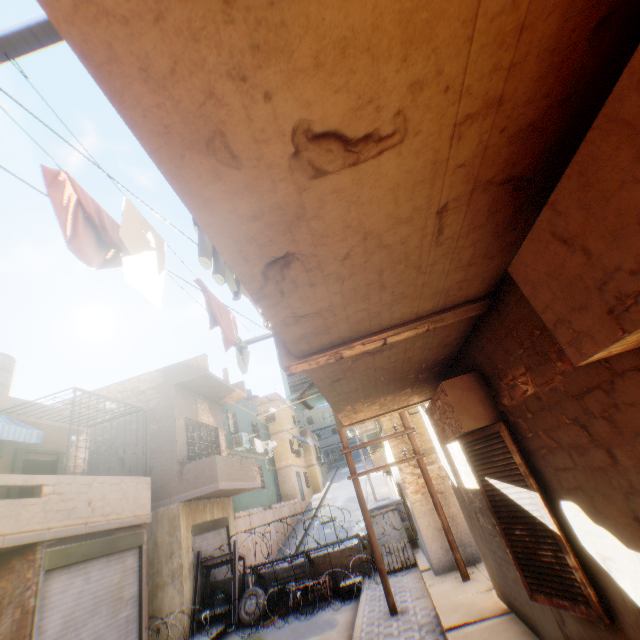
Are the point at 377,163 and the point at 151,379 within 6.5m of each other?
no

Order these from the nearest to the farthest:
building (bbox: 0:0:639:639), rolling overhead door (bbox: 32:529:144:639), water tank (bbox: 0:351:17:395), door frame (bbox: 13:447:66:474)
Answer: building (bbox: 0:0:639:639) < rolling overhead door (bbox: 32:529:144:639) < door frame (bbox: 13:447:66:474) < water tank (bbox: 0:351:17:395)

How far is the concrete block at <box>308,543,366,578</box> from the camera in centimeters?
1151cm

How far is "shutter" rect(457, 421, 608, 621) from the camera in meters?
2.7

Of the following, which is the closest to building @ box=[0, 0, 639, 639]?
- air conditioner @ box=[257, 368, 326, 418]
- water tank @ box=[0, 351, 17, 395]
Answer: air conditioner @ box=[257, 368, 326, 418]

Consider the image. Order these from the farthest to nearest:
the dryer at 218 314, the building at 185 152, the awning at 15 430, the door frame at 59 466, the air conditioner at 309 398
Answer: the door frame at 59 466, the awning at 15 430, the air conditioner at 309 398, the dryer at 218 314, the building at 185 152

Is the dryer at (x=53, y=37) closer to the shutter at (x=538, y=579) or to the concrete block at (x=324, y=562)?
the shutter at (x=538, y=579)

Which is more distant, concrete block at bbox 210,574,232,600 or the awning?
concrete block at bbox 210,574,232,600
